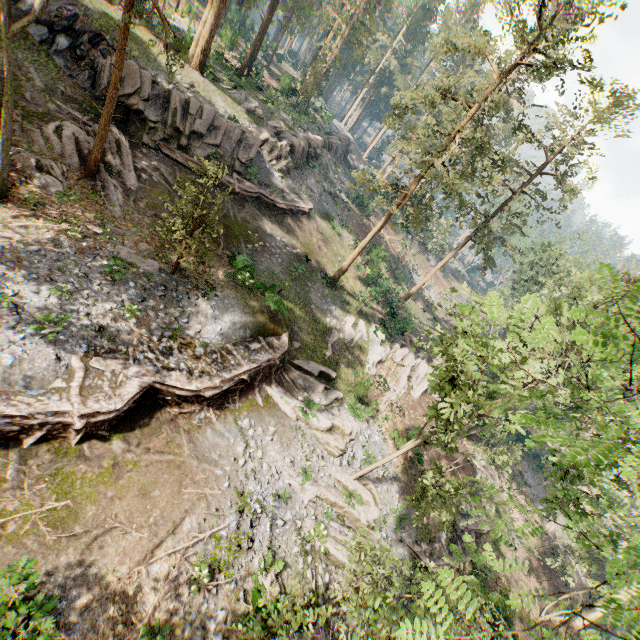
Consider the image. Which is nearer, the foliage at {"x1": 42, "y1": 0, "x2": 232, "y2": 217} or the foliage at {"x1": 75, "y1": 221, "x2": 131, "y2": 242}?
the foliage at {"x1": 42, "y1": 0, "x2": 232, "y2": 217}

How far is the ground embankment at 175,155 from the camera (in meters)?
21.46

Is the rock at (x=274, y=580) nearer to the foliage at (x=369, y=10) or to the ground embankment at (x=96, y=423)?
the foliage at (x=369, y=10)

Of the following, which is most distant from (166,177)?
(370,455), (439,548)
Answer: (439,548)

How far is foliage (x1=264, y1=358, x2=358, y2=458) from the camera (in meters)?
18.91

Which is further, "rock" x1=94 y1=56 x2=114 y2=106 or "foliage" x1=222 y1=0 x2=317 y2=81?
"foliage" x1=222 y1=0 x2=317 y2=81

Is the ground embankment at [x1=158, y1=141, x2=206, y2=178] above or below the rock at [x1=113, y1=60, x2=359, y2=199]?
below

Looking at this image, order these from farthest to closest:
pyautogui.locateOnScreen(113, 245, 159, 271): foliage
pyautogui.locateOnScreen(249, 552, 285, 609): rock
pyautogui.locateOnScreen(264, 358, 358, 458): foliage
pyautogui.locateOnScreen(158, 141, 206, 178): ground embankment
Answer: pyautogui.locateOnScreen(158, 141, 206, 178): ground embankment → pyautogui.locateOnScreen(264, 358, 358, 458): foliage → pyautogui.locateOnScreen(113, 245, 159, 271): foliage → pyautogui.locateOnScreen(249, 552, 285, 609): rock
